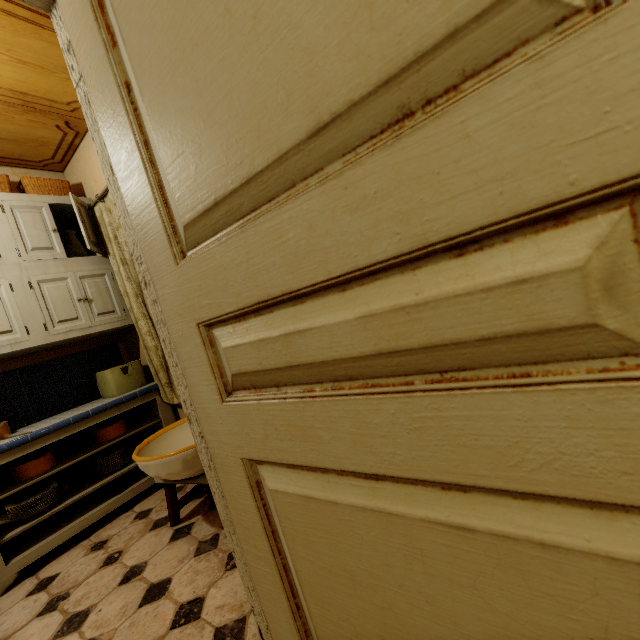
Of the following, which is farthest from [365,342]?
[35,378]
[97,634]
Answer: [35,378]

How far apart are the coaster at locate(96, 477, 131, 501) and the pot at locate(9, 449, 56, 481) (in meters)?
0.45

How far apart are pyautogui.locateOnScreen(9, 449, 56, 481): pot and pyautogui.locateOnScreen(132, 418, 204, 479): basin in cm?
80

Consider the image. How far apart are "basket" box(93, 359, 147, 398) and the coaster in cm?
69

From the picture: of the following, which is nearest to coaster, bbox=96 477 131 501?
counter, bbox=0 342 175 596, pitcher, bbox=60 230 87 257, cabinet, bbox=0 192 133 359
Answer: counter, bbox=0 342 175 596

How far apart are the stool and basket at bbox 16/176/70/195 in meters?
2.3 m

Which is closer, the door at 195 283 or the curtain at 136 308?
the door at 195 283

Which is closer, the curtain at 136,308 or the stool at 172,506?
the stool at 172,506
